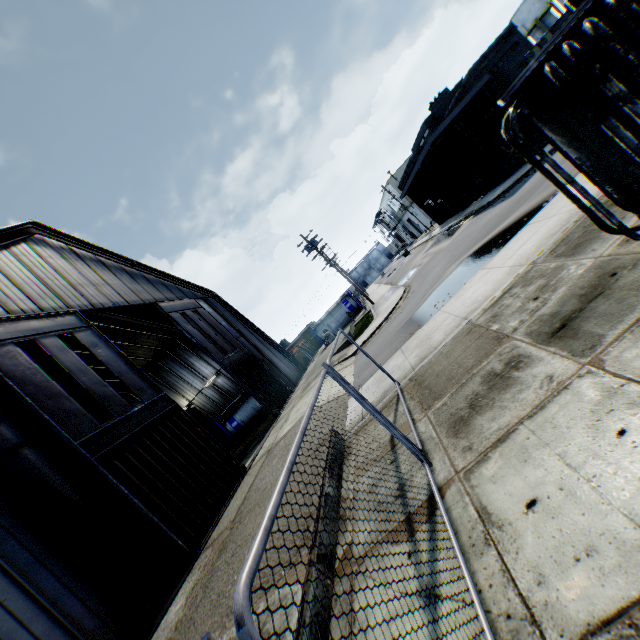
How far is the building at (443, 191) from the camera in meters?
22.0 m

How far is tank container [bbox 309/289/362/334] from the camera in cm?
3934

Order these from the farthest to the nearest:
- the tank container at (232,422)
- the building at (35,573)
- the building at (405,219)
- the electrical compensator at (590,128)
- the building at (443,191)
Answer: the building at (405,219), the tank container at (232,422), the building at (443,191), the building at (35,573), the electrical compensator at (590,128)

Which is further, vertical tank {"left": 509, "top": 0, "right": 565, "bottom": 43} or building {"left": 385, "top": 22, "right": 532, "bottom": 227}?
vertical tank {"left": 509, "top": 0, "right": 565, "bottom": 43}

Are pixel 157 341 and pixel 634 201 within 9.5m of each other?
no

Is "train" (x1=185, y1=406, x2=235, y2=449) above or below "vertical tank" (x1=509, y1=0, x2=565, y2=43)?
below

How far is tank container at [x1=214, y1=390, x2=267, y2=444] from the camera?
27.27m

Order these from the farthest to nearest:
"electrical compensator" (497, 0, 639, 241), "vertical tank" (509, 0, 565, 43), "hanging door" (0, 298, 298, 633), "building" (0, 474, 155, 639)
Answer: "vertical tank" (509, 0, 565, 43)
"hanging door" (0, 298, 298, 633)
"building" (0, 474, 155, 639)
"electrical compensator" (497, 0, 639, 241)
